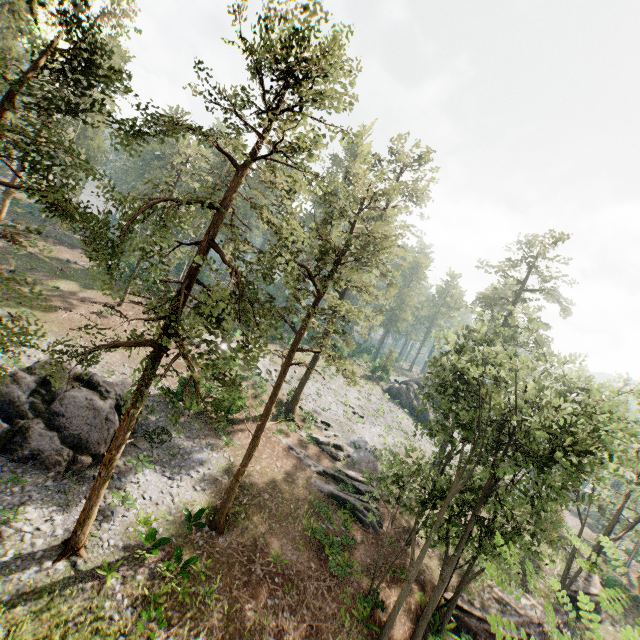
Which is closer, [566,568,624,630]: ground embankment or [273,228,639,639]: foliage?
[273,228,639,639]: foliage

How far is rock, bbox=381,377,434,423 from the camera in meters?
51.1 m

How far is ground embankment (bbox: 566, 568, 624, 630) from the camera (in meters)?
28.34

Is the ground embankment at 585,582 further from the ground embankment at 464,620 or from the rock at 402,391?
the rock at 402,391

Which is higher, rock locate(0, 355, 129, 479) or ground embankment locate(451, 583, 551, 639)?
rock locate(0, 355, 129, 479)

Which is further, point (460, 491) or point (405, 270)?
point (405, 270)

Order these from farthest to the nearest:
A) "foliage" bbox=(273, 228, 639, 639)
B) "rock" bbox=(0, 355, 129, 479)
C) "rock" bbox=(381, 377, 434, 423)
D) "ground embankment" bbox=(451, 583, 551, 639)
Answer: "rock" bbox=(381, 377, 434, 423) < "ground embankment" bbox=(451, 583, 551, 639) < "rock" bbox=(0, 355, 129, 479) < "foliage" bbox=(273, 228, 639, 639)

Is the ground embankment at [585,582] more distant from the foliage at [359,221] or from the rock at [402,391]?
the rock at [402,391]
